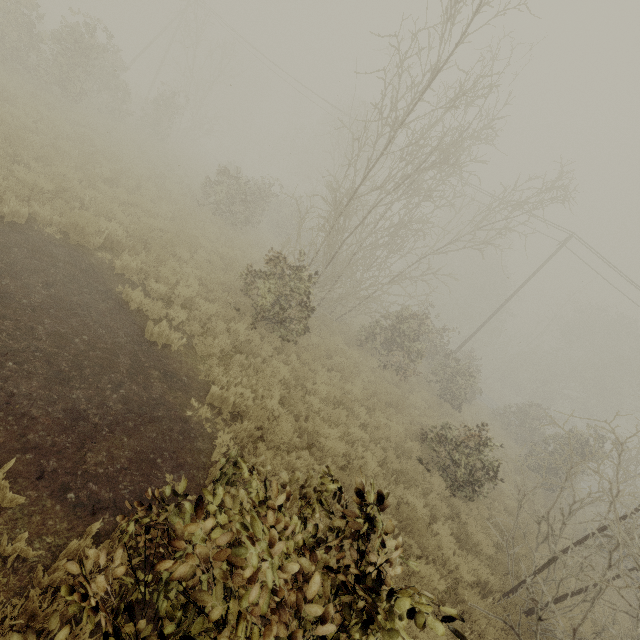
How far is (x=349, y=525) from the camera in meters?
2.0
